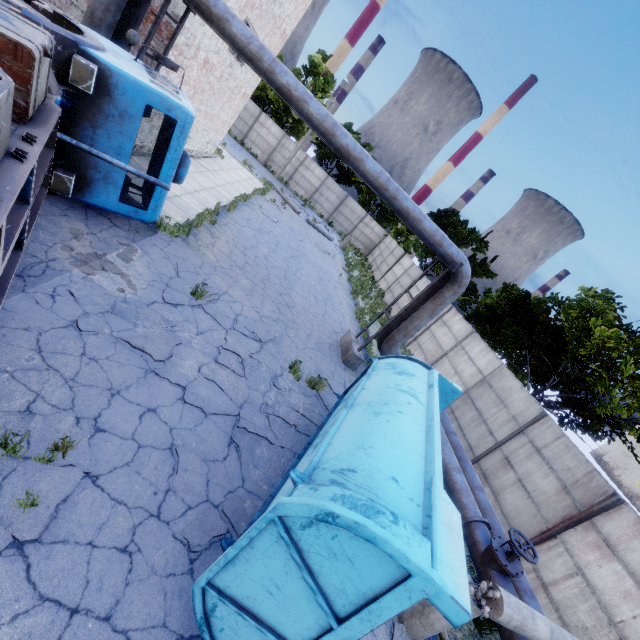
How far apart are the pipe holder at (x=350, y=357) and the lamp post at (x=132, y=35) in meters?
10.2

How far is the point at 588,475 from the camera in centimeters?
856cm

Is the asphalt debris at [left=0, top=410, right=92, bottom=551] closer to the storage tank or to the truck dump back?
the truck dump back

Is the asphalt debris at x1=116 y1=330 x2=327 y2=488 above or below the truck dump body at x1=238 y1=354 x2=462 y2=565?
below

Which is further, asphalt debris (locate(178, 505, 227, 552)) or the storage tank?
the storage tank

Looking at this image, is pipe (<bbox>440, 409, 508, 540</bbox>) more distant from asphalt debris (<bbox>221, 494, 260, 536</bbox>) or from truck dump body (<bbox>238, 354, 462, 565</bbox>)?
asphalt debris (<bbox>221, 494, 260, 536</bbox>)

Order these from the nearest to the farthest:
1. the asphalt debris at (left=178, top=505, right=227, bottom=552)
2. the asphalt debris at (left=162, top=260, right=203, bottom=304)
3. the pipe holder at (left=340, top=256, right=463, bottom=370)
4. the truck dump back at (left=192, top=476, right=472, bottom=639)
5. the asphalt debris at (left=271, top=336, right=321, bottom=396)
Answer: the truck dump back at (left=192, top=476, right=472, bottom=639), the asphalt debris at (left=178, top=505, right=227, bottom=552), the asphalt debris at (left=162, top=260, right=203, bottom=304), the asphalt debris at (left=271, top=336, right=321, bottom=396), the pipe holder at (left=340, top=256, right=463, bottom=370)

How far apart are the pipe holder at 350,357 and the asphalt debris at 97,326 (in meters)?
7.61
